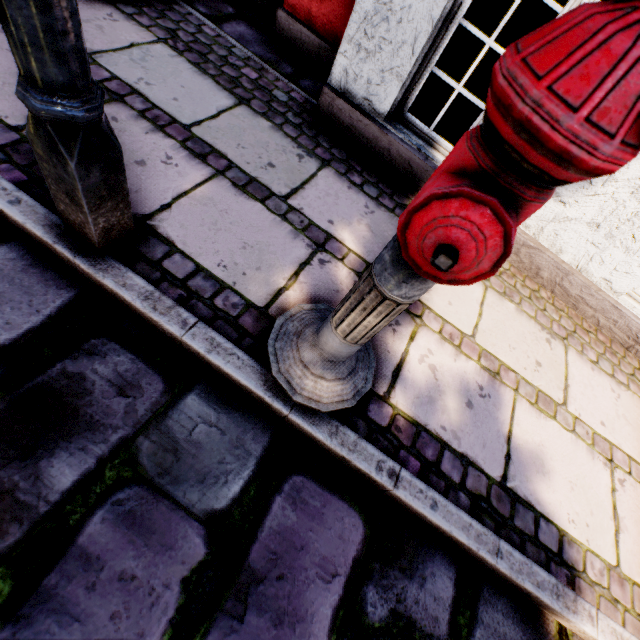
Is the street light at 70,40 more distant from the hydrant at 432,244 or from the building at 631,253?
the building at 631,253

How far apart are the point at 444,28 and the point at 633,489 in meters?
2.7

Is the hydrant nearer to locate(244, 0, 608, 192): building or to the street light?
the street light

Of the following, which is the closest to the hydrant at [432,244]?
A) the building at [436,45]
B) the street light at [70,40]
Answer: the street light at [70,40]

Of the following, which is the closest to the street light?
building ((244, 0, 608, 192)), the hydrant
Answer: the hydrant
